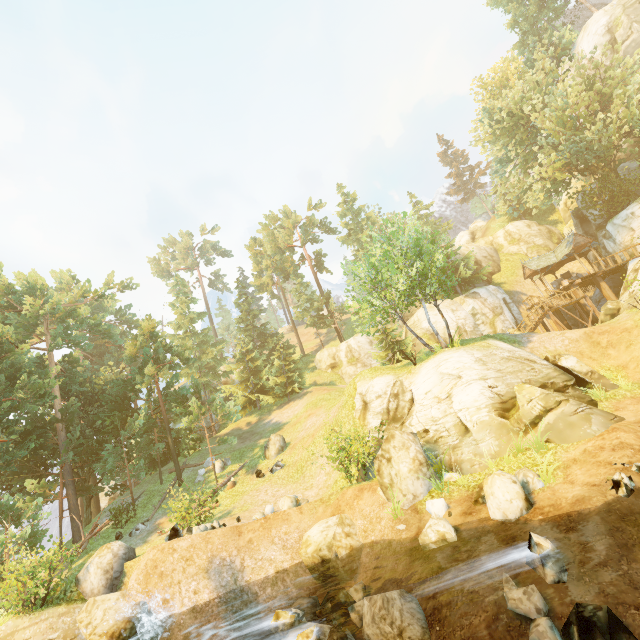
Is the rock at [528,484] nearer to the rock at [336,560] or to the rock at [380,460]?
the rock at [380,460]

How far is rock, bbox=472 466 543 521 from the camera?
8.7 meters

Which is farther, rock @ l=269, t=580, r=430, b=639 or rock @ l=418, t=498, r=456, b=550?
rock @ l=418, t=498, r=456, b=550

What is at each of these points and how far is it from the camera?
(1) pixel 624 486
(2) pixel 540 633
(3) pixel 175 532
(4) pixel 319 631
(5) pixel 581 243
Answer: (1) rock, 7.7m
(2) rock, 5.6m
(3) rock, 13.3m
(4) rock, 7.2m
(5) building, 30.1m

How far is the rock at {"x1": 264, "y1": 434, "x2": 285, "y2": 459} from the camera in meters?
23.7 m

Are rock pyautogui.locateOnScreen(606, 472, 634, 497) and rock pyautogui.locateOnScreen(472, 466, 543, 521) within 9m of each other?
yes

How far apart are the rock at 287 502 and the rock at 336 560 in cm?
259

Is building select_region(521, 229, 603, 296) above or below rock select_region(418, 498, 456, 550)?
above
